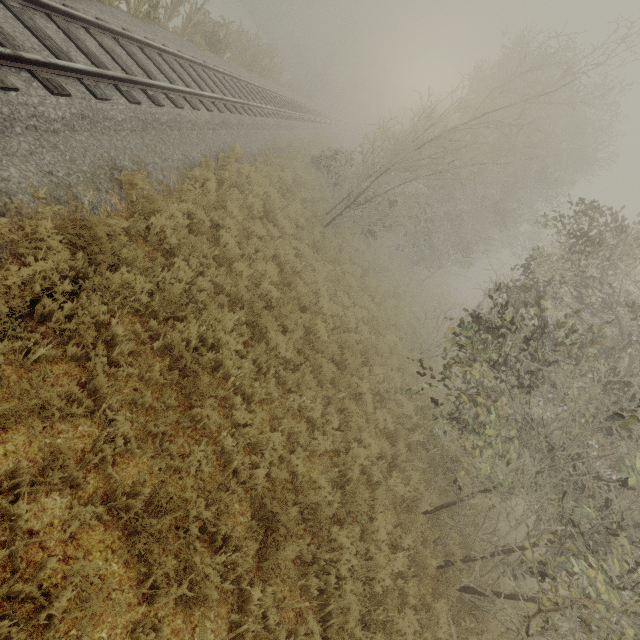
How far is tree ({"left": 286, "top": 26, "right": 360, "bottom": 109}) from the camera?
37.4m

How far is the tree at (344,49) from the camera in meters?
37.4 m

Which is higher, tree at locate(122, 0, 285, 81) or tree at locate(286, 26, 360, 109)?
tree at locate(286, 26, 360, 109)

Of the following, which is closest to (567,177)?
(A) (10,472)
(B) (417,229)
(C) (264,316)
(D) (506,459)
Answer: (B) (417,229)

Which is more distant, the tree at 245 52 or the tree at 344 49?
the tree at 344 49

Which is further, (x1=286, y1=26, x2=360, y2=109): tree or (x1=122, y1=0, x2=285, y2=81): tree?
→ (x1=286, y1=26, x2=360, y2=109): tree
